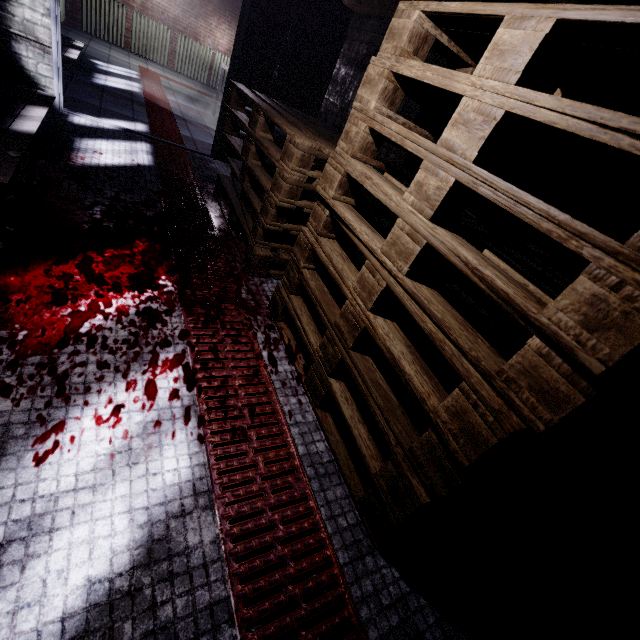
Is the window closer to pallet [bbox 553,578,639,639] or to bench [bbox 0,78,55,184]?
bench [bbox 0,78,55,184]

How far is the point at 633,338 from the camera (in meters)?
0.65

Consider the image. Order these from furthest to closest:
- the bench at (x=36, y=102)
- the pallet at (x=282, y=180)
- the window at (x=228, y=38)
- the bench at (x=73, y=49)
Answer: the window at (x=228, y=38), the bench at (x=73, y=49), the bench at (x=36, y=102), the pallet at (x=282, y=180)

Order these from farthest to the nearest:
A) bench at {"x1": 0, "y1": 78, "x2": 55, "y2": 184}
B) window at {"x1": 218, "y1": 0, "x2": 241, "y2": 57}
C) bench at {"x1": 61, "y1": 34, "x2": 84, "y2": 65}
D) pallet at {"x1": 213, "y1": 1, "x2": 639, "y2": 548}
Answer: window at {"x1": 218, "y1": 0, "x2": 241, "y2": 57}, bench at {"x1": 61, "y1": 34, "x2": 84, "y2": 65}, bench at {"x1": 0, "y1": 78, "x2": 55, "y2": 184}, pallet at {"x1": 213, "y1": 1, "x2": 639, "y2": 548}

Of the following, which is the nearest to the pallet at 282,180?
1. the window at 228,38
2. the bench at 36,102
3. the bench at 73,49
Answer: the bench at 36,102

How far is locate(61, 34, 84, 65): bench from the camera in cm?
404

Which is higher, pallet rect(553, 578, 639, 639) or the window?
the window

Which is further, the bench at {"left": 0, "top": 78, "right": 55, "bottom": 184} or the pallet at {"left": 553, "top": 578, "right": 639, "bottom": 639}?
the bench at {"left": 0, "top": 78, "right": 55, "bottom": 184}
